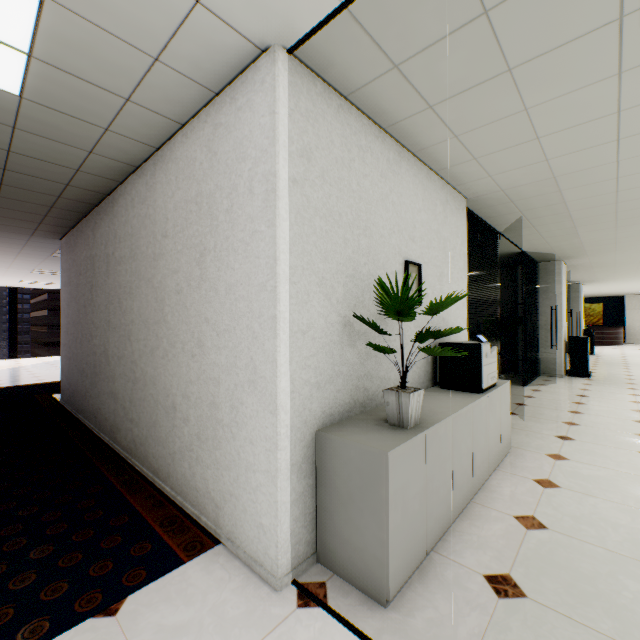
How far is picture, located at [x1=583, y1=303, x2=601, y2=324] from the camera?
21.1m

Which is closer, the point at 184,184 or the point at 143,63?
the point at 143,63

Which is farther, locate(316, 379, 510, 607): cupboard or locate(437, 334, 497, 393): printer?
locate(437, 334, 497, 393): printer

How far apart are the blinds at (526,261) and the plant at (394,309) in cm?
620

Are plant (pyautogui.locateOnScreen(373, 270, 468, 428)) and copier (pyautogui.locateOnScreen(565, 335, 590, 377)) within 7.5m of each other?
no

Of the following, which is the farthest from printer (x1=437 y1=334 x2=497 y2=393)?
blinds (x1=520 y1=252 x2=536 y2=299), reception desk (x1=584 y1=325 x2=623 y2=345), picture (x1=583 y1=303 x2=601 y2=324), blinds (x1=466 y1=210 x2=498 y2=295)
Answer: picture (x1=583 y1=303 x2=601 y2=324)

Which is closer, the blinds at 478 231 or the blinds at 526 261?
the blinds at 478 231

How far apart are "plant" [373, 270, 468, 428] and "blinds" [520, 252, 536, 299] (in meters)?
6.20
